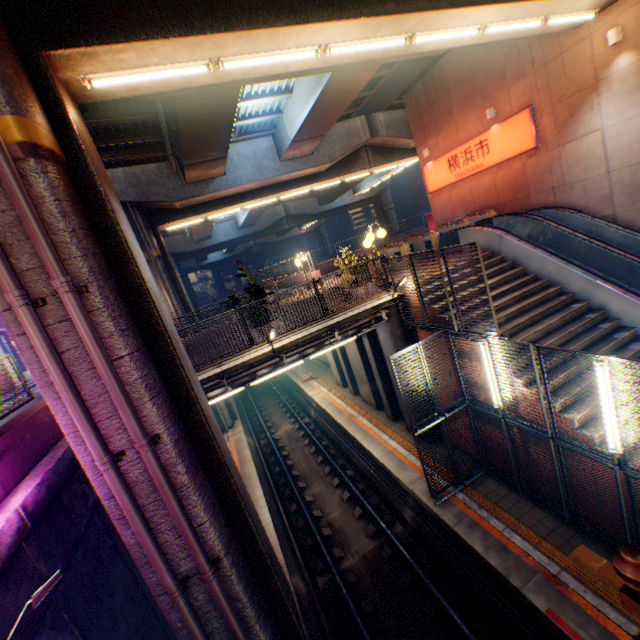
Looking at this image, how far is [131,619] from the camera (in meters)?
6.19

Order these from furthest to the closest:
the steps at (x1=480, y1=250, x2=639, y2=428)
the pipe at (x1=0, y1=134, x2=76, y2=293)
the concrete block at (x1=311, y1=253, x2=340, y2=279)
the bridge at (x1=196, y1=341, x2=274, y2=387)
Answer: the concrete block at (x1=311, y1=253, x2=340, y2=279), the bridge at (x1=196, y1=341, x2=274, y2=387), the steps at (x1=480, y1=250, x2=639, y2=428), the pipe at (x1=0, y1=134, x2=76, y2=293)

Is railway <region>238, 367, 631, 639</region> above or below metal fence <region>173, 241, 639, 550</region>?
below

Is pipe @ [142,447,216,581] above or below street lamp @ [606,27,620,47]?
below

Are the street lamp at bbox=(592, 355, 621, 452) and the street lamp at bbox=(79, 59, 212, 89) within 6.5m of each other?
no

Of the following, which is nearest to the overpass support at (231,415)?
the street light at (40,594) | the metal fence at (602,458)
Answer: the metal fence at (602,458)

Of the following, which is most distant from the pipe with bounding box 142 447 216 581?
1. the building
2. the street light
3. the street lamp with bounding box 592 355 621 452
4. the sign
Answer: the building

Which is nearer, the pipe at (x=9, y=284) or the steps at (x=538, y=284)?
the pipe at (x=9, y=284)
